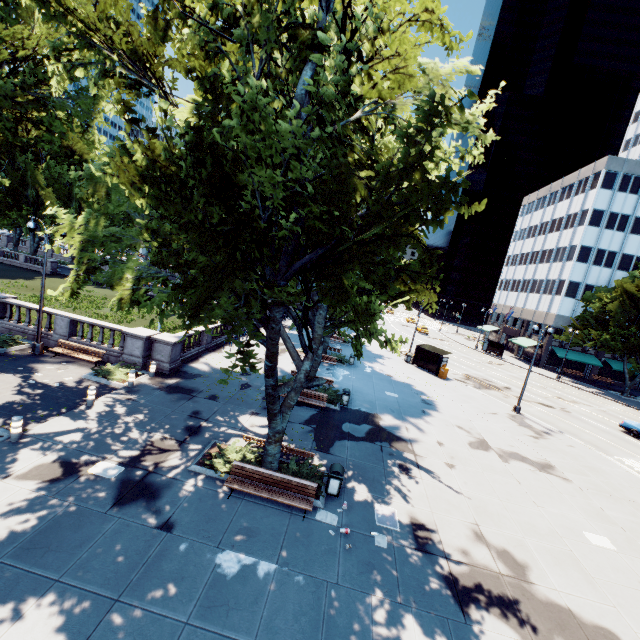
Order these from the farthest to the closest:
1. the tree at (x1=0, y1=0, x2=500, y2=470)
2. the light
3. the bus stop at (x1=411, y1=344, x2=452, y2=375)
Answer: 1. the bus stop at (x1=411, y1=344, x2=452, y2=375)
2. the light
3. the tree at (x1=0, y1=0, x2=500, y2=470)

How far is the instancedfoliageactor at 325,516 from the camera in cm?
1037

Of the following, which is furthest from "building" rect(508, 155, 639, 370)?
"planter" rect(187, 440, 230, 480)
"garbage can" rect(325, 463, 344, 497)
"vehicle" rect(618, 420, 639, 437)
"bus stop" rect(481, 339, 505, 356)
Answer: "planter" rect(187, 440, 230, 480)

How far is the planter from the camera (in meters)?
11.30

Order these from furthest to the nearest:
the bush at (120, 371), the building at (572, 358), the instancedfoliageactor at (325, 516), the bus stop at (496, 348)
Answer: the bus stop at (496, 348) < the building at (572, 358) < the bush at (120, 371) < the instancedfoliageactor at (325, 516)

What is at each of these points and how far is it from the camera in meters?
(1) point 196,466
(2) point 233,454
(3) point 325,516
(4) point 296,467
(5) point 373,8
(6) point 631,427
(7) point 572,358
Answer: (1) planter, 11.4 m
(2) bush, 12.2 m
(3) instancedfoliageactor, 10.6 m
(4) bush, 12.1 m
(5) tree, 7.6 m
(6) vehicle, 26.9 m
(7) building, 49.1 m

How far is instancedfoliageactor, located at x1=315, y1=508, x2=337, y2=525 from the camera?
10.4 meters

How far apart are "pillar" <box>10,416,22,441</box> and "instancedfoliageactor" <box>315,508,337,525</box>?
10.5 meters
